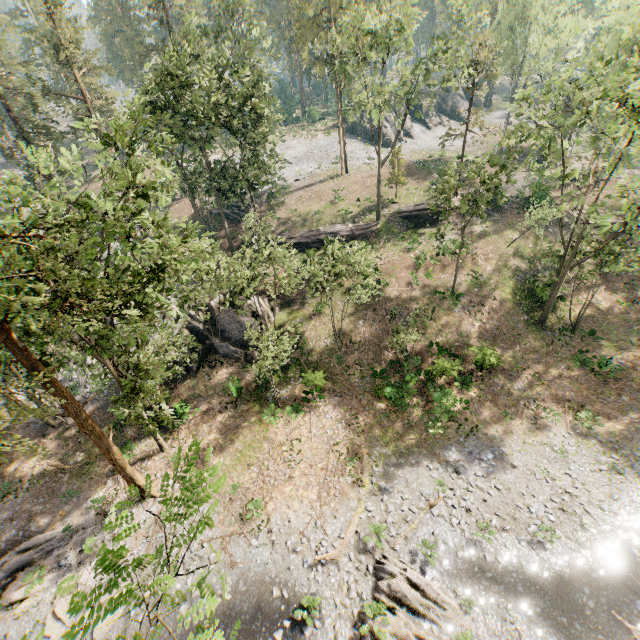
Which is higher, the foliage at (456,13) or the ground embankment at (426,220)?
the foliage at (456,13)

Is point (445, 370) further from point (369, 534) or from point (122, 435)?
point (122, 435)

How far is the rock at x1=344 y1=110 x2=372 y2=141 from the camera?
53.84m

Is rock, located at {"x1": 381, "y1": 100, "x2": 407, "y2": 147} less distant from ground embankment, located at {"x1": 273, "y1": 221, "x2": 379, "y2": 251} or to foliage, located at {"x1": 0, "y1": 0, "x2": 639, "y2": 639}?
foliage, located at {"x1": 0, "y1": 0, "x2": 639, "y2": 639}

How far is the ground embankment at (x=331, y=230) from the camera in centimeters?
3491cm

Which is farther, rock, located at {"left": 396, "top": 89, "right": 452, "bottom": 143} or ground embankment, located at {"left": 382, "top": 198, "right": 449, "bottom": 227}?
rock, located at {"left": 396, "top": 89, "right": 452, "bottom": 143}

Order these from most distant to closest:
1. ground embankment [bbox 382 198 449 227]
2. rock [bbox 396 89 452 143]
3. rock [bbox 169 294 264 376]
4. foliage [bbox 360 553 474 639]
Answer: rock [bbox 396 89 452 143], ground embankment [bbox 382 198 449 227], rock [bbox 169 294 264 376], foliage [bbox 360 553 474 639]
